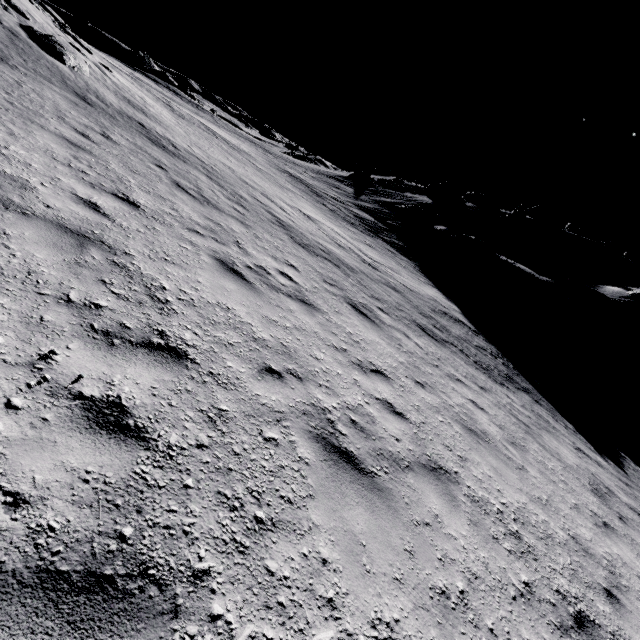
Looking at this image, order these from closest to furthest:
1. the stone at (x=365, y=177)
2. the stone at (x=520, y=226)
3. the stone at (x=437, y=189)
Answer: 1. the stone at (x=520, y=226)
2. the stone at (x=437, y=189)
3. the stone at (x=365, y=177)

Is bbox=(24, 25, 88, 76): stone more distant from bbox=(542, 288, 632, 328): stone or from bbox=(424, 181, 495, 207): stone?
bbox=(424, 181, 495, 207): stone

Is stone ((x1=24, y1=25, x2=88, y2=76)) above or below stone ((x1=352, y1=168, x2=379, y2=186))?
below

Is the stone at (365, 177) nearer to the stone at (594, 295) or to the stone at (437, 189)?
the stone at (437, 189)

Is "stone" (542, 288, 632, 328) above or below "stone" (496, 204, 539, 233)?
below

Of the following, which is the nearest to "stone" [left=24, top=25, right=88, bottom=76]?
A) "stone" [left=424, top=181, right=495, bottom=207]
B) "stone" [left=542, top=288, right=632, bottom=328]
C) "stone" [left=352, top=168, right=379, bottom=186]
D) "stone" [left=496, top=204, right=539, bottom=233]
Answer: "stone" [left=542, top=288, right=632, bottom=328]

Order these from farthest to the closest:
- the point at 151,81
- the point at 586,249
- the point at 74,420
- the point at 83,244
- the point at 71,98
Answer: the point at 151,81 → the point at 586,249 → the point at 71,98 → the point at 83,244 → the point at 74,420

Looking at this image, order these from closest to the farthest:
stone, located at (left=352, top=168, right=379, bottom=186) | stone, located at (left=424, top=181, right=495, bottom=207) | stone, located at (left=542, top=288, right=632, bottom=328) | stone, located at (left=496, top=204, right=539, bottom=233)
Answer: stone, located at (left=542, top=288, right=632, bottom=328)
stone, located at (left=496, top=204, right=539, bottom=233)
stone, located at (left=424, top=181, right=495, bottom=207)
stone, located at (left=352, top=168, right=379, bottom=186)
